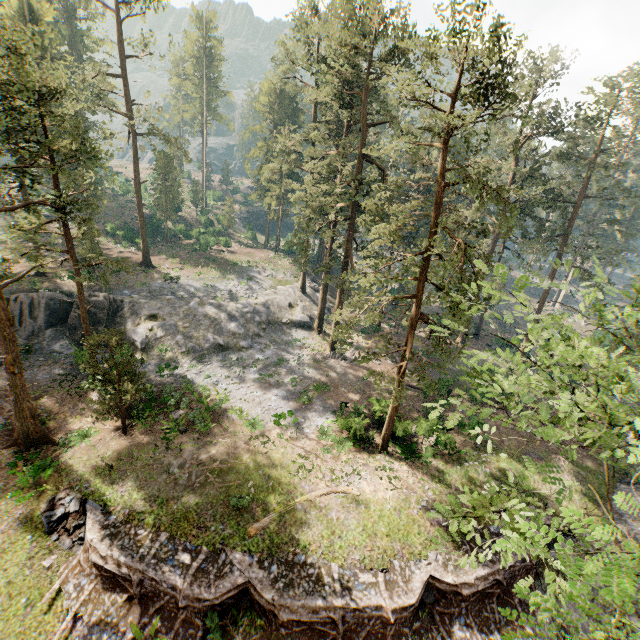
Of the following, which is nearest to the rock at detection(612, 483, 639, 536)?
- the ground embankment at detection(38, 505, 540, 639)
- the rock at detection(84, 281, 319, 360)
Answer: the ground embankment at detection(38, 505, 540, 639)

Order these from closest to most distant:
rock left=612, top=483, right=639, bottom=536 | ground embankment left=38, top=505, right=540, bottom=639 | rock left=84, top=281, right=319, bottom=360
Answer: ground embankment left=38, top=505, right=540, bottom=639, rock left=612, top=483, right=639, bottom=536, rock left=84, top=281, right=319, bottom=360

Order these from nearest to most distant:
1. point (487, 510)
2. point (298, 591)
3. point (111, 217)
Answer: point (487, 510), point (298, 591), point (111, 217)

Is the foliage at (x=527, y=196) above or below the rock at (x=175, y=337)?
above

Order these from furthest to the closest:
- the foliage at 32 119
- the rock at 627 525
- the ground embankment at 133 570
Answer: the rock at 627 525 → the foliage at 32 119 → the ground embankment at 133 570

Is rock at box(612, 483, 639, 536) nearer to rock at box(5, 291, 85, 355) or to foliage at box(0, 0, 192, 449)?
foliage at box(0, 0, 192, 449)

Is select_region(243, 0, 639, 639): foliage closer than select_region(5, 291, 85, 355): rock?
Yes

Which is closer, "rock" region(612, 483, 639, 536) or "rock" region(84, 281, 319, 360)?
"rock" region(612, 483, 639, 536)
